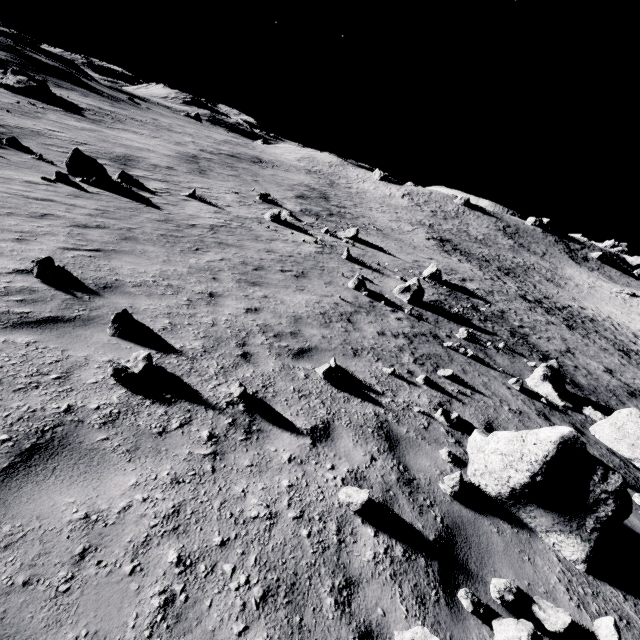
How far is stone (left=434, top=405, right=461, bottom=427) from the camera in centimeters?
593cm

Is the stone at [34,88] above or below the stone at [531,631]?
below

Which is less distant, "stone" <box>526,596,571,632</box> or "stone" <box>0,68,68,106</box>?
"stone" <box>526,596,571,632</box>

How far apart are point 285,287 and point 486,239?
59.67m

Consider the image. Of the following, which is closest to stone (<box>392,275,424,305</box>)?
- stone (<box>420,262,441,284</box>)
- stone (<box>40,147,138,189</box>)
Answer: stone (<box>420,262,441,284</box>)

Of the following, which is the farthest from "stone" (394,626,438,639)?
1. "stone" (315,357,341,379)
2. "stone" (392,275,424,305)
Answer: "stone" (392,275,424,305)

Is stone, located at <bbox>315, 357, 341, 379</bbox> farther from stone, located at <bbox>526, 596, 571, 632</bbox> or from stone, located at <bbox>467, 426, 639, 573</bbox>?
stone, located at <bbox>526, 596, 571, 632</bbox>

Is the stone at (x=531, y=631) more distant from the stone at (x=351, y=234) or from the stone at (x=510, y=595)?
the stone at (x=351, y=234)
